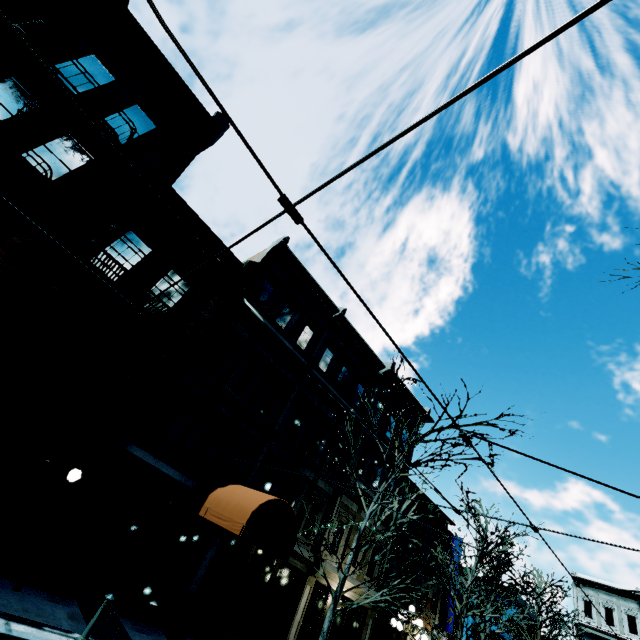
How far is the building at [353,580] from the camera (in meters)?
14.70

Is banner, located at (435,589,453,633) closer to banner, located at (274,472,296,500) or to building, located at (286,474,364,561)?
building, located at (286,474,364,561)

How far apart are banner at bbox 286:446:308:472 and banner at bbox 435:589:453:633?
15.8m

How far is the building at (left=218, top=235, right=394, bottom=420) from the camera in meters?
15.0

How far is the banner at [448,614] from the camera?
19.22m

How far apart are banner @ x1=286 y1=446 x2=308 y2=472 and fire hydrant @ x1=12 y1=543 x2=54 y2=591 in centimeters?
667cm

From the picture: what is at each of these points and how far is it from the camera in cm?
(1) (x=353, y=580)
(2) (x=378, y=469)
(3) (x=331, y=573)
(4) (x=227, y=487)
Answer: (1) building, 1502
(2) building, 1831
(3) building, 1412
(4) awning, 1024
